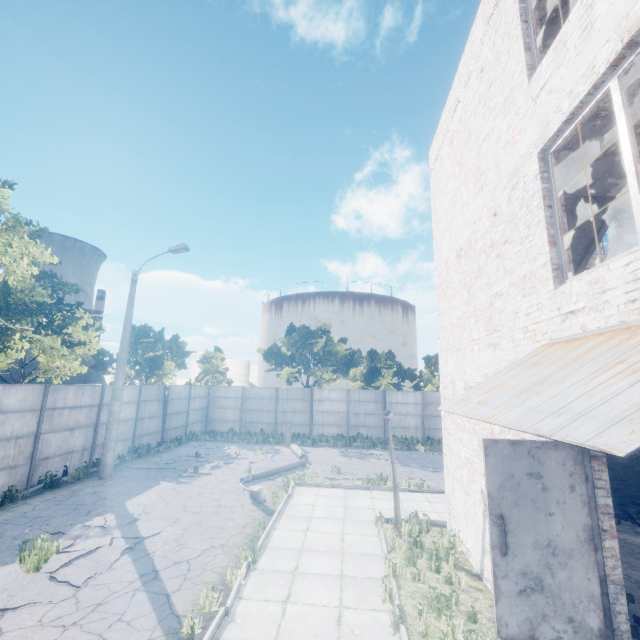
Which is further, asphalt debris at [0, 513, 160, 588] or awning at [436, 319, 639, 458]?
asphalt debris at [0, 513, 160, 588]

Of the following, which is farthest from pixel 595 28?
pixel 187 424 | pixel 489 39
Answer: pixel 187 424

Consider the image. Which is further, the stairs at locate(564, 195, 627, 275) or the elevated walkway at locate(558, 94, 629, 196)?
the stairs at locate(564, 195, 627, 275)

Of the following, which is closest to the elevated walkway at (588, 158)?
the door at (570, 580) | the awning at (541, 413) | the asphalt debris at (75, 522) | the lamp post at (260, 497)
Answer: the awning at (541, 413)

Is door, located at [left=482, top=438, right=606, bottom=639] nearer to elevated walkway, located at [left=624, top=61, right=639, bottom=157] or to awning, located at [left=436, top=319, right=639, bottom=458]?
awning, located at [left=436, top=319, right=639, bottom=458]

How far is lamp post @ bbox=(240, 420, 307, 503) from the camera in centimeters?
1059cm

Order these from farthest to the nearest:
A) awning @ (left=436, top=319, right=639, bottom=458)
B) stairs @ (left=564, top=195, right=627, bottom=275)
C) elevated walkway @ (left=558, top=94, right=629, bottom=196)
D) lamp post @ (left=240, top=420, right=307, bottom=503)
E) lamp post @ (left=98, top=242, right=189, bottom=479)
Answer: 1. lamp post @ (left=98, top=242, right=189, bottom=479)
2. lamp post @ (left=240, top=420, right=307, bottom=503)
3. stairs @ (left=564, top=195, right=627, bottom=275)
4. elevated walkway @ (left=558, top=94, right=629, bottom=196)
5. awning @ (left=436, top=319, right=639, bottom=458)

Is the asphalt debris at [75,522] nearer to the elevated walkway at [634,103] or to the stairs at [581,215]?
the stairs at [581,215]
